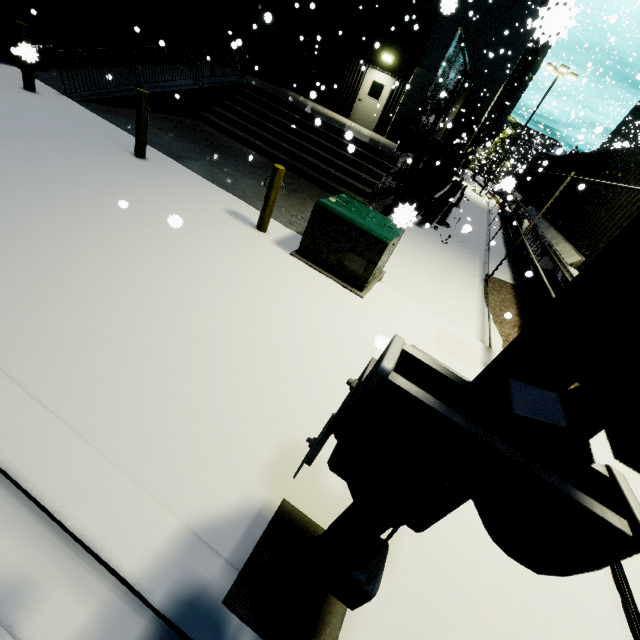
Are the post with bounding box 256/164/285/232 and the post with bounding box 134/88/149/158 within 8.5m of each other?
yes

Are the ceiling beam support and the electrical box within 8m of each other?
no

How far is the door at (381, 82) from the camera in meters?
15.9 m

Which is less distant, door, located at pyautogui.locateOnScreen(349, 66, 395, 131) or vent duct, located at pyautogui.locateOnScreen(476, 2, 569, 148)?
vent duct, located at pyautogui.locateOnScreen(476, 2, 569, 148)

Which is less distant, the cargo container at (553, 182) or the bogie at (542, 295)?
the bogie at (542, 295)

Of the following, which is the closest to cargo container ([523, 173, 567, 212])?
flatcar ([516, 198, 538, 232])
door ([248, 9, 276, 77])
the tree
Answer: flatcar ([516, 198, 538, 232])

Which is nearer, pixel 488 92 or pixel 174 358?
pixel 174 358

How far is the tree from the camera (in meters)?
42.59
